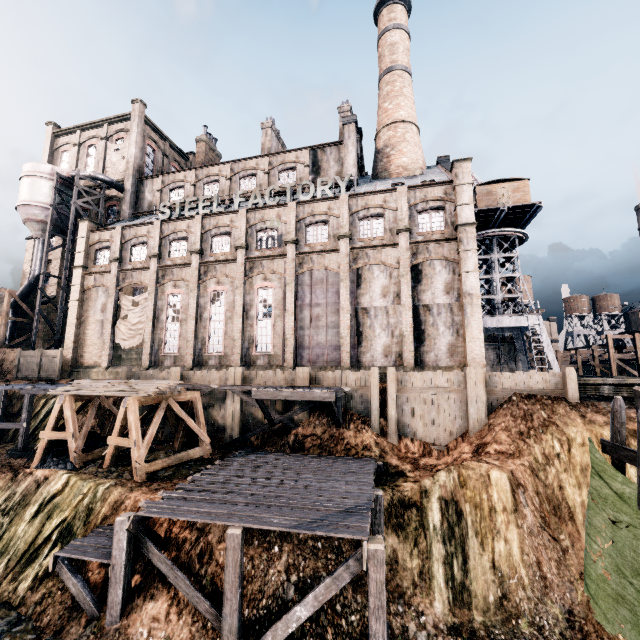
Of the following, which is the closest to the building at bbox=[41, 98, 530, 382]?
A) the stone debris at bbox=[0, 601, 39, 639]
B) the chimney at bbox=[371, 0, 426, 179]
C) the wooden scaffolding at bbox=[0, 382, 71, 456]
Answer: the chimney at bbox=[371, 0, 426, 179]

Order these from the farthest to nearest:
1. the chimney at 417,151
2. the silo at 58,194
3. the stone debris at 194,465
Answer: the silo at 58,194, the chimney at 417,151, the stone debris at 194,465

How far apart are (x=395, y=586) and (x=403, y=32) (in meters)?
48.88

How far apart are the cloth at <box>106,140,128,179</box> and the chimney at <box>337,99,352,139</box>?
25.39m

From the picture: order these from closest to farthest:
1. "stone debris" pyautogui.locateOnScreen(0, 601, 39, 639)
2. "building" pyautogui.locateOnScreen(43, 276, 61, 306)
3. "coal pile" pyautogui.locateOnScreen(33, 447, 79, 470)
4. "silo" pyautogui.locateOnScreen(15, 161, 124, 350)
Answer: "stone debris" pyautogui.locateOnScreen(0, 601, 39, 639)
"coal pile" pyautogui.locateOnScreen(33, 447, 79, 470)
"silo" pyautogui.locateOnScreen(15, 161, 124, 350)
"building" pyautogui.locateOnScreen(43, 276, 61, 306)

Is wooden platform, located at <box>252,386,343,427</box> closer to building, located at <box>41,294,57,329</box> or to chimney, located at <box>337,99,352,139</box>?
building, located at <box>41,294,57,329</box>

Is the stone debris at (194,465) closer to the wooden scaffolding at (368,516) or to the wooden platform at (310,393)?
the wooden scaffolding at (368,516)

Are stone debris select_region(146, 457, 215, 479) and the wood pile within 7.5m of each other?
yes
